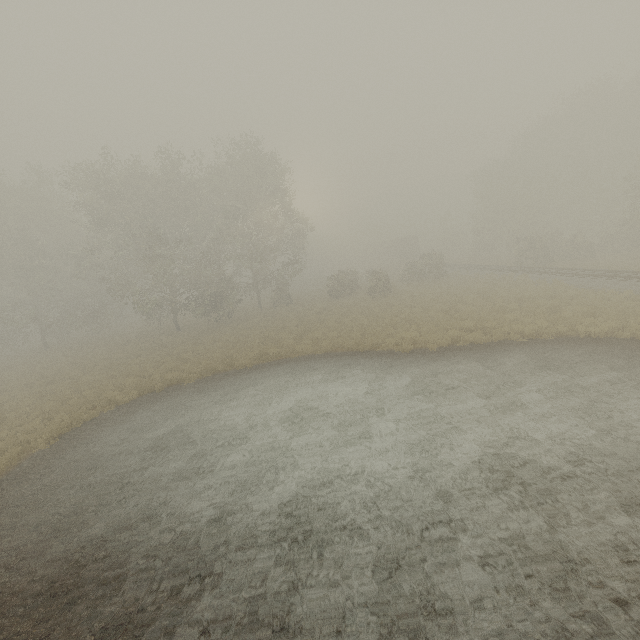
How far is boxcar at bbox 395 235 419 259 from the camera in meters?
57.2 m

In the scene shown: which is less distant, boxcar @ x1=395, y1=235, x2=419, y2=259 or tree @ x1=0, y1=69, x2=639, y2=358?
tree @ x1=0, y1=69, x2=639, y2=358

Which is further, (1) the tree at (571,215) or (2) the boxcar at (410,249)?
(2) the boxcar at (410,249)

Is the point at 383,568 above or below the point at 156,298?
below

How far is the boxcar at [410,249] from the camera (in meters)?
57.25
